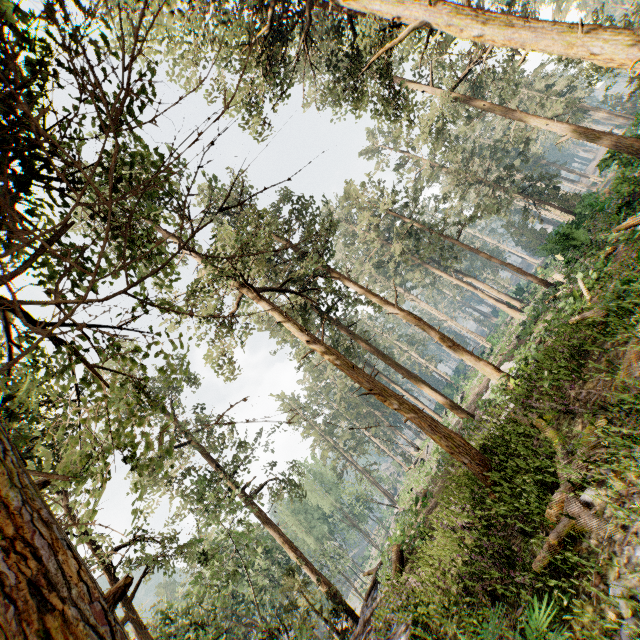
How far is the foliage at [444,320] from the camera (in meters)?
55.16

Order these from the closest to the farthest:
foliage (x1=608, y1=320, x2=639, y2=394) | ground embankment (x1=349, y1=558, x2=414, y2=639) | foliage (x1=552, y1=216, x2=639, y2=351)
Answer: foliage (x1=608, y1=320, x2=639, y2=394) < foliage (x1=552, y1=216, x2=639, y2=351) < ground embankment (x1=349, y1=558, x2=414, y2=639)

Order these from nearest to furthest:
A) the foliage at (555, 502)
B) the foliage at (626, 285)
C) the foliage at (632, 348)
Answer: the foliage at (555, 502) < the foliage at (632, 348) < the foliage at (626, 285)

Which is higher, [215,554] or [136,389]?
[136,389]

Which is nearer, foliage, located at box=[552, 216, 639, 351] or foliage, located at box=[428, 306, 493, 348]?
foliage, located at box=[552, 216, 639, 351]

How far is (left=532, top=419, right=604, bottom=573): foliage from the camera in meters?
5.7
